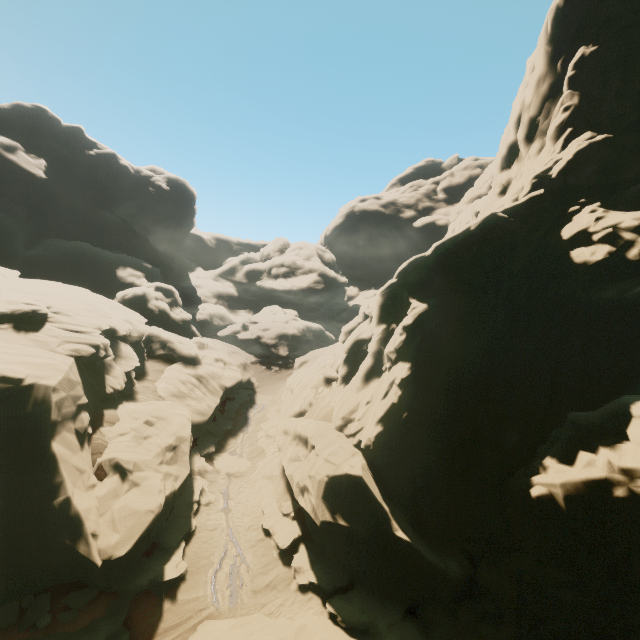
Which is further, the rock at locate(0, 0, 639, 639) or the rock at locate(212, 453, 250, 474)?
the rock at locate(212, 453, 250, 474)

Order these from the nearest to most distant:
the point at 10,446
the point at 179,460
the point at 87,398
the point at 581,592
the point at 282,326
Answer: the point at 581,592 < the point at 10,446 < the point at 87,398 < the point at 179,460 < the point at 282,326

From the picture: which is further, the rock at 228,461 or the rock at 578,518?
the rock at 228,461

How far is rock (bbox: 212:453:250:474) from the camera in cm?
2394

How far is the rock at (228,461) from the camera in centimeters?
2394cm
